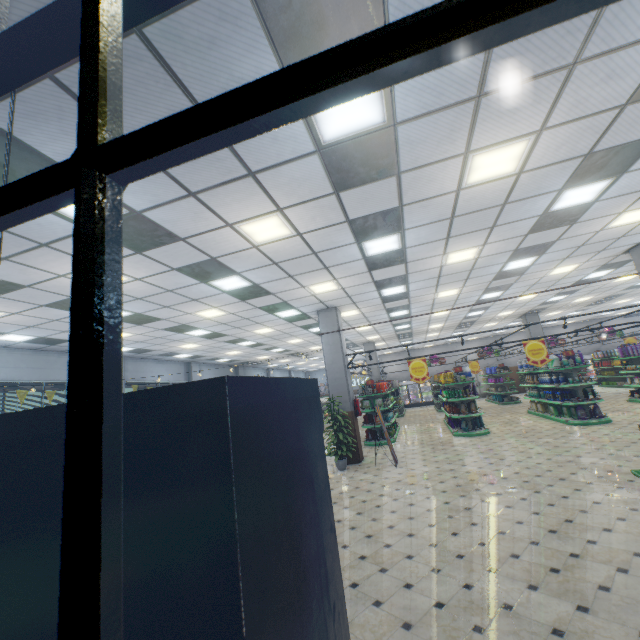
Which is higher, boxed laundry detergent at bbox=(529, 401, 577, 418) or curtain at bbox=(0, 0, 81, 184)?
curtain at bbox=(0, 0, 81, 184)

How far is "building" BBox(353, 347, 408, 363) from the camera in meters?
20.3 m

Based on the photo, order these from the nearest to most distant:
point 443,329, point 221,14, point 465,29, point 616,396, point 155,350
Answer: point 465,29 → point 221,14 → point 155,350 → point 616,396 → point 443,329

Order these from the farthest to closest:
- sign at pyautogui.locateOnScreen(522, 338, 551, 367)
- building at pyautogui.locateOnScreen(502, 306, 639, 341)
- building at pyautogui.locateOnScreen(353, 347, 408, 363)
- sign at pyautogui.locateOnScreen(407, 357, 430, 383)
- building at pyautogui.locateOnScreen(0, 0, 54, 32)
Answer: building at pyautogui.locateOnScreen(353, 347, 408, 363), building at pyautogui.locateOnScreen(502, 306, 639, 341), sign at pyautogui.locateOnScreen(407, 357, 430, 383), sign at pyautogui.locateOnScreen(522, 338, 551, 367), building at pyautogui.locateOnScreen(0, 0, 54, 32)

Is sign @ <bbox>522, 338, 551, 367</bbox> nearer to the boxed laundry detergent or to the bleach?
the bleach

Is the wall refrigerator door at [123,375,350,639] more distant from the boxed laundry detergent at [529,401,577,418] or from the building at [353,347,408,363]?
the boxed laundry detergent at [529,401,577,418]

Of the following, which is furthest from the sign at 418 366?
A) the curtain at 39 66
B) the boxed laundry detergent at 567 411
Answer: the curtain at 39 66

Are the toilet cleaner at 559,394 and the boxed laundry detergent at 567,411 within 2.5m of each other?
yes
